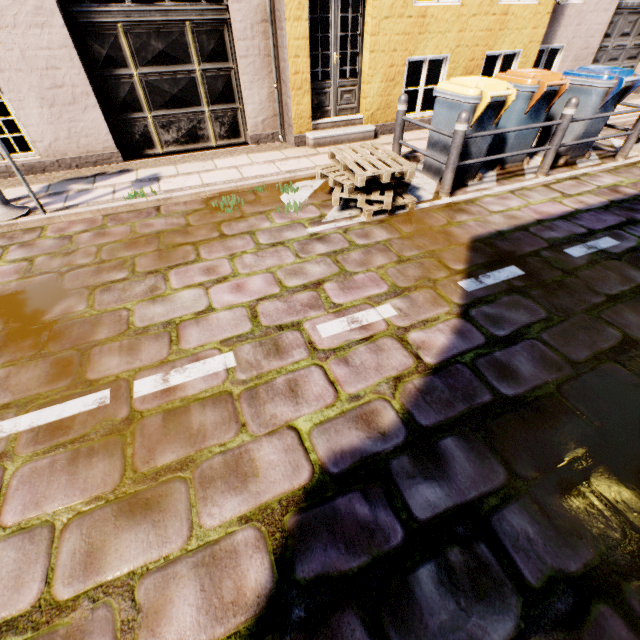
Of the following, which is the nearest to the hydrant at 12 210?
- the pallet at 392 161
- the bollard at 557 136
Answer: the pallet at 392 161

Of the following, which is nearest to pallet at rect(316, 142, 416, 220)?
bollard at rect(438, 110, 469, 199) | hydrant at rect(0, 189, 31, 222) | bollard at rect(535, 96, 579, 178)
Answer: bollard at rect(438, 110, 469, 199)

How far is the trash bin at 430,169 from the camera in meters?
5.1 m

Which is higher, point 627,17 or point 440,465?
point 627,17

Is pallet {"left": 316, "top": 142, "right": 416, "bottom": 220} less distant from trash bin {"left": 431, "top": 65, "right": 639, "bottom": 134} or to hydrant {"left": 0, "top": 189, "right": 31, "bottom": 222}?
trash bin {"left": 431, "top": 65, "right": 639, "bottom": 134}

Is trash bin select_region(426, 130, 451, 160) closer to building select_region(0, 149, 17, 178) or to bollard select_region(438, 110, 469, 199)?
bollard select_region(438, 110, 469, 199)

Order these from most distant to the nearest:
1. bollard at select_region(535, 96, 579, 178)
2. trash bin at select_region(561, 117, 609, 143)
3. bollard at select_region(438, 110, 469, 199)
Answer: trash bin at select_region(561, 117, 609, 143) → bollard at select_region(535, 96, 579, 178) → bollard at select_region(438, 110, 469, 199)

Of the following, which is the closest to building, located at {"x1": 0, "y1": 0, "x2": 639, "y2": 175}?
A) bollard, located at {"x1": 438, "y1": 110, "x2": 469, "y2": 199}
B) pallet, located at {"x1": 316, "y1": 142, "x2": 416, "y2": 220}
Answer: pallet, located at {"x1": 316, "y1": 142, "x2": 416, "y2": 220}
